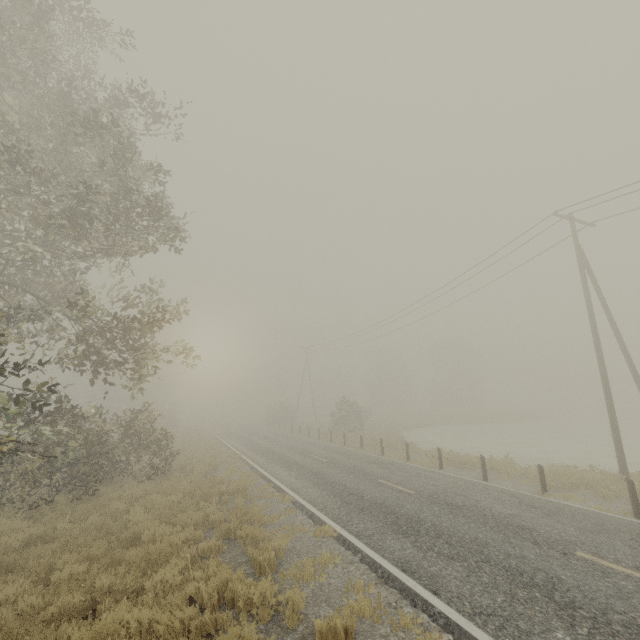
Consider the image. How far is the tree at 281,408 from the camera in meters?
45.6 m

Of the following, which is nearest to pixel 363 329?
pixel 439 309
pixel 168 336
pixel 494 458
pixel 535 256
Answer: pixel 439 309

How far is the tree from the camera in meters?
45.6 m

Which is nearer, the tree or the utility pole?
the utility pole

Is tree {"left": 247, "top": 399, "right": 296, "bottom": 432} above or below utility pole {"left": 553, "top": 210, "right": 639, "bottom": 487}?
below

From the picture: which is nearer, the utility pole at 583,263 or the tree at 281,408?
the utility pole at 583,263
